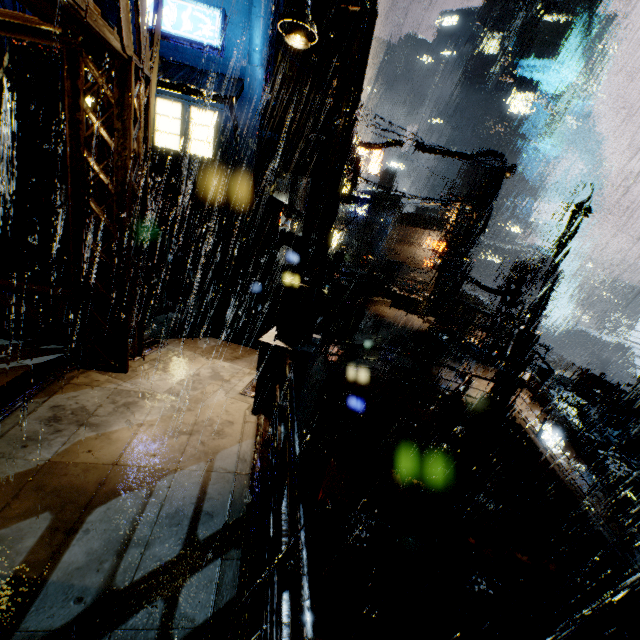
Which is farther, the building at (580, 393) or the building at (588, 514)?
the building at (580, 393)

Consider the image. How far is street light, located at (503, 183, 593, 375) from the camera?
9.1m

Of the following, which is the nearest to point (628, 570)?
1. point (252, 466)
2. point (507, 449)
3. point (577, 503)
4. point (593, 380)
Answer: point (577, 503)

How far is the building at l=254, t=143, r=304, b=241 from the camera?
15.98m

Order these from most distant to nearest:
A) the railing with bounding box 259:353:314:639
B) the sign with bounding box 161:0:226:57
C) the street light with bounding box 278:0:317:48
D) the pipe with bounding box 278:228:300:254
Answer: the pipe with bounding box 278:228:300:254 → the sign with bounding box 161:0:226:57 → the street light with bounding box 278:0:317:48 → the railing with bounding box 259:353:314:639

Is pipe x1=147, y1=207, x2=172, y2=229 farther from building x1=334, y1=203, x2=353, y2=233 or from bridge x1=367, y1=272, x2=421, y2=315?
bridge x1=367, y1=272, x2=421, y2=315

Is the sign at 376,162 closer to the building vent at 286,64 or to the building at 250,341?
the building at 250,341

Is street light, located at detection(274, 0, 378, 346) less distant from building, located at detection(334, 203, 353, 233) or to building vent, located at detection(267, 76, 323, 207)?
building, located at detection(334, 203, 353, 233)
